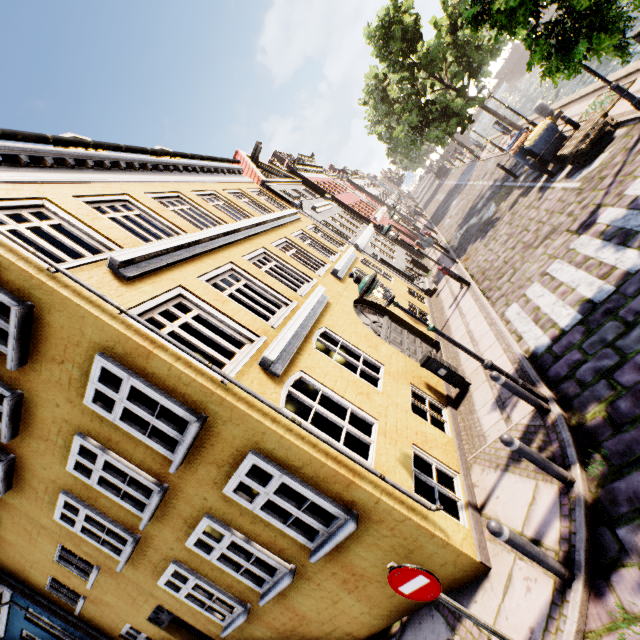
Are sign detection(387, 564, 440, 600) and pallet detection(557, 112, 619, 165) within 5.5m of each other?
no

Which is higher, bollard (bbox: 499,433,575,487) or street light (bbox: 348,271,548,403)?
street light (bbox: 348,271,548,403)

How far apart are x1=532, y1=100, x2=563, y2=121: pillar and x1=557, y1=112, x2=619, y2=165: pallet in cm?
512

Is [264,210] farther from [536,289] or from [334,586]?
[334,586]

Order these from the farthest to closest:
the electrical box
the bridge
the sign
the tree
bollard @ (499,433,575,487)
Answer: the bridge → the electrical box → the tree → bollard @ (499,433,575,487) → the sign

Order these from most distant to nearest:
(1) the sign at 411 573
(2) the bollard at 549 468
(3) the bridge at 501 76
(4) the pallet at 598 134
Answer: (3) the bridge at 501 76 → (4) the pallet at 598 134 → (2) the bollard at 549 468 → (1) the sign at 411 573

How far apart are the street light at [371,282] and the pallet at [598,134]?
8.1 meters

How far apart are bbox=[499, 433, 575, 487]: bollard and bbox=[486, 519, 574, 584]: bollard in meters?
0.9 m
